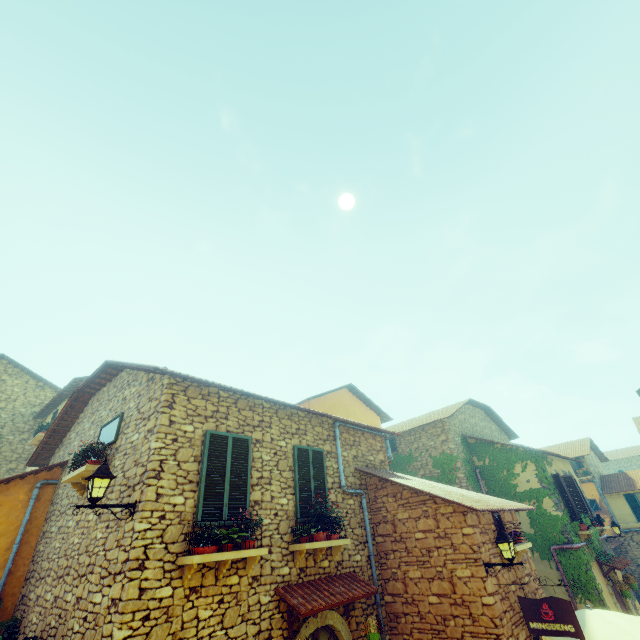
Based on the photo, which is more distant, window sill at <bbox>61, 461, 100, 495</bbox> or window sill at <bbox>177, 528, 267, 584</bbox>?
window sill at <bbox>61, 461, 100, 495</bbox>

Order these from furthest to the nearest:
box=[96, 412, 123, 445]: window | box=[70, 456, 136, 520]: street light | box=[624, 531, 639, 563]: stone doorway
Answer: box=[624, 531, 639, 563]: stone doorway → box=[96, 412, 123, 445]: window → box=[70, 456, 136, 520]: street light

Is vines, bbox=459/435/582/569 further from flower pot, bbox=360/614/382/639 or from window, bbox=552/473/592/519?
flower pot, bbox=360/614/382/639

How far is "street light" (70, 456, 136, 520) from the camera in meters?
5.0

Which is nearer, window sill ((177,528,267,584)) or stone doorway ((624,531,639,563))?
window sill ((177,528,267,584))

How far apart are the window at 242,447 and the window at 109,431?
2.2m

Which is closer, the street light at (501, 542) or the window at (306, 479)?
the street light at (501, 542)

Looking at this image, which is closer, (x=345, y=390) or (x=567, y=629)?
(x=567, y=629)
